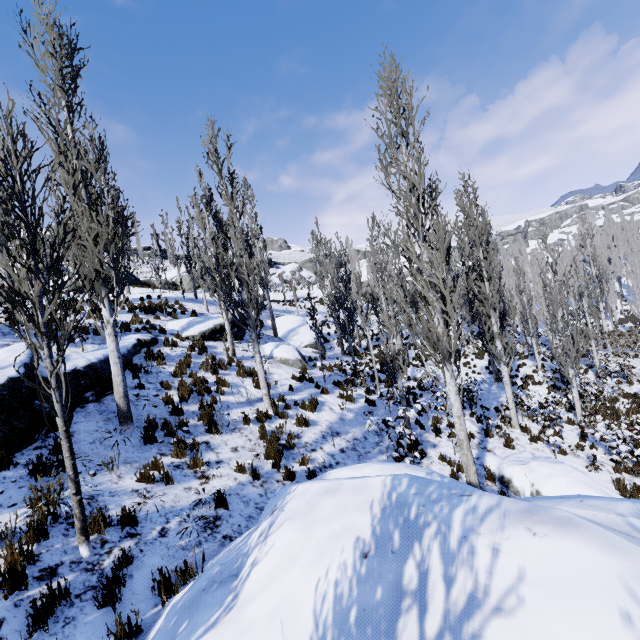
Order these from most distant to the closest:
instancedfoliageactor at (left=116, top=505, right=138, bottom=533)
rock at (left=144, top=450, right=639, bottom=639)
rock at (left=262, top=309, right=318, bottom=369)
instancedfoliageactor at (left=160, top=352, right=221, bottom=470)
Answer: rock at (left=262, top=309, right=318, bottom=369) → instancedfoliageactor at (left=160, top=352, right=221, bottom=470) → instancedfoliageactor at (left=116, top=505, right=138, bottom=533) → rock at (left=144, top=450, right=639, bottom=639)

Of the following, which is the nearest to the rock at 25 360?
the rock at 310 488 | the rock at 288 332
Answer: the rock at 310 488

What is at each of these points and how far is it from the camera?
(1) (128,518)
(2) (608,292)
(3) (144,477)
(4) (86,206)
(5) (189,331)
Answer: (1) instancedfoliageactor, 4.96m
(2) instancedfoliageactor, 29.36m
(3) instancedfoliageactor, 5.98m
(4) instancedfoliageactor, 7.31m
(5) rock, 14.71m

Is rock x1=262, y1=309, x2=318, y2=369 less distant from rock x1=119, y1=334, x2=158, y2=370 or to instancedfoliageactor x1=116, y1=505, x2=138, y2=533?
instancedfoliageactor x1=116, y1=505, x2=138, y2=533

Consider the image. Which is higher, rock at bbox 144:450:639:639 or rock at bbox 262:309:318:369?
rock at bbox 262:309:318:369

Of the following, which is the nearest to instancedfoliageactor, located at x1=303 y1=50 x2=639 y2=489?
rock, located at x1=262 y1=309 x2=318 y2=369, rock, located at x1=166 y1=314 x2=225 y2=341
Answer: rock, located at x1=166 y1=314 x2=225 y2=341

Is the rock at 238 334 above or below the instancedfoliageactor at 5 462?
above
